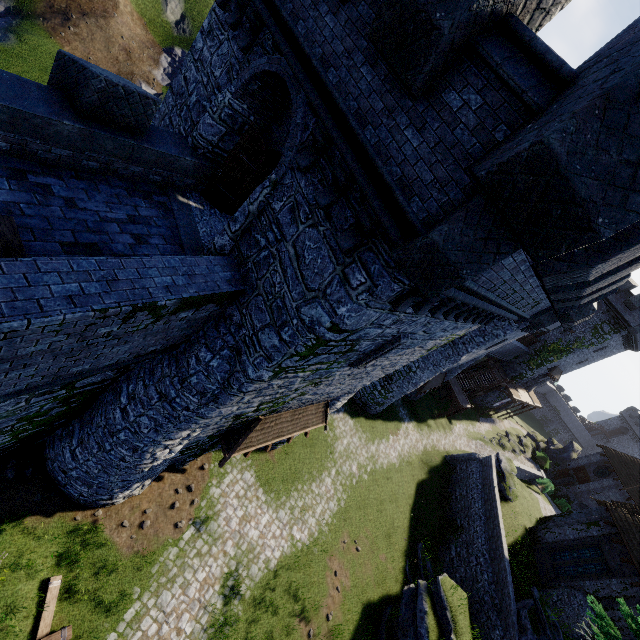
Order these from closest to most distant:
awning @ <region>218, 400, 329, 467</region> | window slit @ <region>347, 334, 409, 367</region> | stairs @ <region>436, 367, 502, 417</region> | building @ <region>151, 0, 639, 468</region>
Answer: building @ <region>151, 0, 639, 468</region>
window slit @ <region>347, 334, 409, 367</region>
awning @ <region>218, 400, 329, 467</region>
stairs @ <region>436, 367, 502, 417</region>

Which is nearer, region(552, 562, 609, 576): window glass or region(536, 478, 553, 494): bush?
region(552, 562, 609, 576): window glass

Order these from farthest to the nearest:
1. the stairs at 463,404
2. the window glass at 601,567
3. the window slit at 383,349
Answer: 1. the stairs at 463,404
2. the window glass at 601,567
3. the window slit at 383,349

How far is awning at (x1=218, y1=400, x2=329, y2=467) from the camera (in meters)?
11.45

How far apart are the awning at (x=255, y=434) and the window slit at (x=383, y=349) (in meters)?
3.99

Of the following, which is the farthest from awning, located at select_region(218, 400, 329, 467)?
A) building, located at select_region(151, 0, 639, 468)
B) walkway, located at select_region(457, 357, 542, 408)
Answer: walkway, located at select_region(457, 357, 542, 408)

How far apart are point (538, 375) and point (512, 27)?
54.49m

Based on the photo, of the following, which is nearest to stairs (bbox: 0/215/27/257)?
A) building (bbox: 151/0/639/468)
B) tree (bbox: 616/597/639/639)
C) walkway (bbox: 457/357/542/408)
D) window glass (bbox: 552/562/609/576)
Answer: building (bbox: 151/0/639/468)
